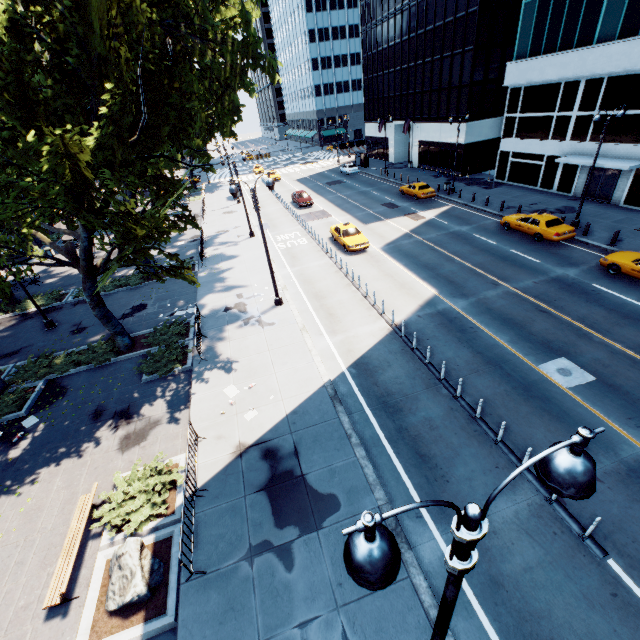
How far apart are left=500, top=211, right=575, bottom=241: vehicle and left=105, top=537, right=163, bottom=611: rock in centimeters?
2683cm

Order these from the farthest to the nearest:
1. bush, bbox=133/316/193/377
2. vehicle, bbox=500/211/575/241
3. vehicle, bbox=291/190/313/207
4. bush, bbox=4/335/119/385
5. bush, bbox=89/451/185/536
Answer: vehicle, bbox=291/190/313/207, vehicle, bbox=500/211/575/241, bush, bbox=4/335/119/385, bush, bbox=133/316/193/377, bush, bbox=89/451/185/536

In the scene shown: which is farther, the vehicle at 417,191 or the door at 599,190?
the vehicle at 417,191

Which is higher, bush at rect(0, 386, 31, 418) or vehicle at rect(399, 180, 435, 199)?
vehicle at rect(399, 180, 435, 199)

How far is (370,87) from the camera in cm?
5697

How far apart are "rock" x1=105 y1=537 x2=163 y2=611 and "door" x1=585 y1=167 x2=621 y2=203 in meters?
37.5 m

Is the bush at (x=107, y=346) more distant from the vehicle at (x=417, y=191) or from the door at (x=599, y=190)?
the door at (x=599, y=190)

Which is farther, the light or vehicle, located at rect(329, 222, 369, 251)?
vehicle, located at rect(329, 222, 369, 251)
